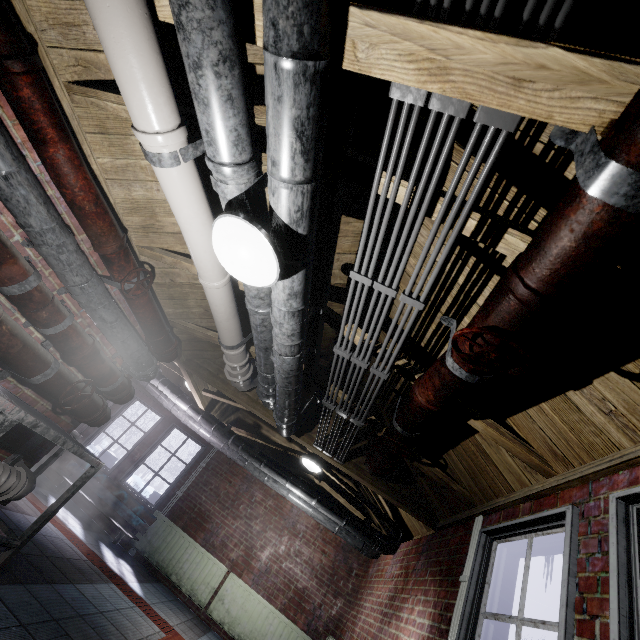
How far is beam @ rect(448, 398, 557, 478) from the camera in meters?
1.7

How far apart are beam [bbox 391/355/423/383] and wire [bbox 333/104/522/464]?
0.21m

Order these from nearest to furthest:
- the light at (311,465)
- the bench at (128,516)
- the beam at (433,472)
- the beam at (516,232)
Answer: the beam at (516,232)
the beam at (433,472)
the light at (311,465)
the bench at (128,516)

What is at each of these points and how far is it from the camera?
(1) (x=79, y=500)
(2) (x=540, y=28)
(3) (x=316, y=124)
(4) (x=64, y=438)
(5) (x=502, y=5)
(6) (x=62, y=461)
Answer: (1) window, 5.5m
(2) wire, 0.7m
(3) pipe, 1.0m
(4) table, 2.0m
(5) wire, 0.7m
(6) window, 5.9m

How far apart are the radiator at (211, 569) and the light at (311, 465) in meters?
2.2

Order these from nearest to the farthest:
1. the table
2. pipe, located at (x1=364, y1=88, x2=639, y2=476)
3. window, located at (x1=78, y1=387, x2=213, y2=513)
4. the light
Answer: pipe, located at (x1=364, y1=88, x2=639, y2=476) < the table < the light < window, located at (x1=78, y1=387, x2=213, y2=513)

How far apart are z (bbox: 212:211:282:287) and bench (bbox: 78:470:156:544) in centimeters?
549cm

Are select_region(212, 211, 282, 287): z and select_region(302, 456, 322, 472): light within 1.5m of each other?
no
